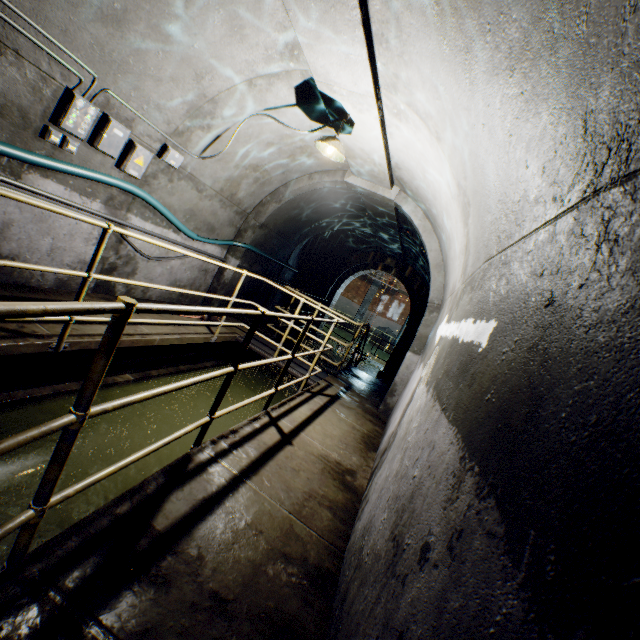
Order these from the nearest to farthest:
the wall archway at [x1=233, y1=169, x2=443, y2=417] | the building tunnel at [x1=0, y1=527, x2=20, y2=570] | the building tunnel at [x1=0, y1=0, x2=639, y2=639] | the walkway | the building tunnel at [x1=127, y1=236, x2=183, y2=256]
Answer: the building tunnel at [x1=0, y1=0, x2=639, y2=639] < the walkway < the building tunnel at [x1=0, y1=527, x2=20, y2=570] < the building tunnel at [x1=127, y1=236, x2=183, y2=256] < the wall archway at [x1=233, y1=169, x2=443, y2=417]

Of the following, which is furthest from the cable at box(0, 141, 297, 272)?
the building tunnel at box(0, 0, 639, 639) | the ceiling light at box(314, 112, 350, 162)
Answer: the ceiling light at box(314, 112, 350, 162)

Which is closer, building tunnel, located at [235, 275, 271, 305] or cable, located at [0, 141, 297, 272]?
cable, located at [0, 141, 297, 272]

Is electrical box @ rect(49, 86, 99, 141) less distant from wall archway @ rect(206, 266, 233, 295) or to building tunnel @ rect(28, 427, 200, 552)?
building tunnel @ rect(28, 427, 200, 552)

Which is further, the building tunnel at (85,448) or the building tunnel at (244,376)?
the building tunnel at (244,376)

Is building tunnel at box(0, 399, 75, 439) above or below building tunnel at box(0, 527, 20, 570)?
above

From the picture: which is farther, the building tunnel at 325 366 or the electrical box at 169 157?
the building tunnel at 325 366

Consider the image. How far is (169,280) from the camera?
5.9m
